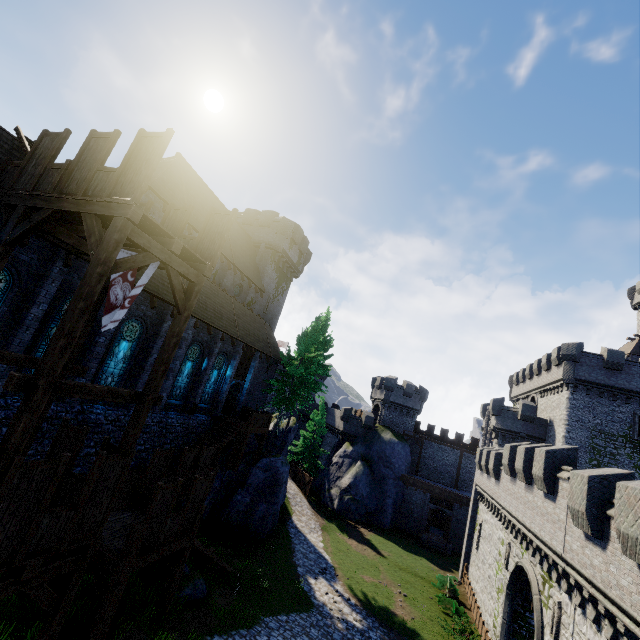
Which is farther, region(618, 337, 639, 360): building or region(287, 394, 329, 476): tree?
region(287, 394, 329, 476): tree

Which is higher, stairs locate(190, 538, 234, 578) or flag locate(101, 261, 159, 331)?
flag locate(101, 261, 159, 331)

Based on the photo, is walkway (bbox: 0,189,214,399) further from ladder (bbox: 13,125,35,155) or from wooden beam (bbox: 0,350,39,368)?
ladder (bbox: 13,125,35,155)

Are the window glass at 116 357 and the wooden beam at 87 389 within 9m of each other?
yes

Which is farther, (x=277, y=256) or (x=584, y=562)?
(x=277, y=256)

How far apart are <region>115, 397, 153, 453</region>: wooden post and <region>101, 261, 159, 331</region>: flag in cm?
229

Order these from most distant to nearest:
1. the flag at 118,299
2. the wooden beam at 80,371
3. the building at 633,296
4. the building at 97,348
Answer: the building at 633,296 → the building at 97,348 → the wooden beam at 80,371 → the flag at 118,299

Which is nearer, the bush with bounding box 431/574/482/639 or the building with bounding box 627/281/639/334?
the bush with bounding box 431/574/482/639
